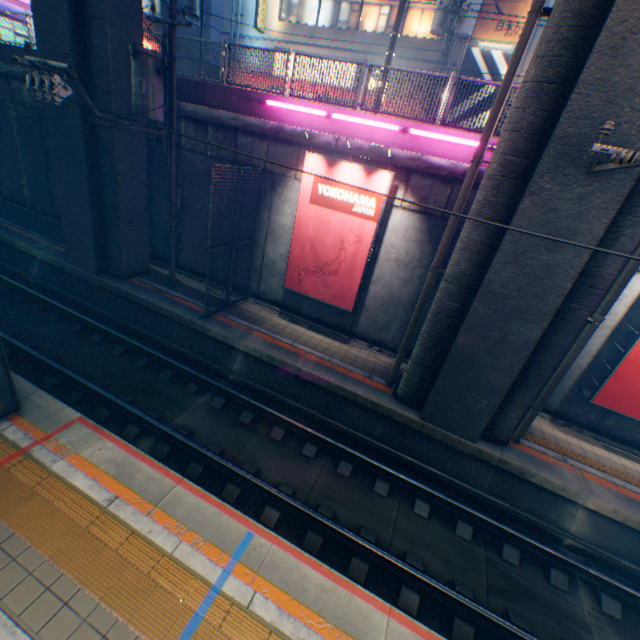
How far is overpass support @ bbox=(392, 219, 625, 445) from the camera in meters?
6.5 m

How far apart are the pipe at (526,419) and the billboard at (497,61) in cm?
1552

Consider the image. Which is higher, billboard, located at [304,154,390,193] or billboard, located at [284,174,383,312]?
billboard, located at [304,154,390,193]

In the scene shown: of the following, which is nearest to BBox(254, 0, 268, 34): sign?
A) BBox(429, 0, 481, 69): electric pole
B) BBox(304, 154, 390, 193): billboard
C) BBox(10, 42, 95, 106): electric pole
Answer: BBox(429, 0, 481, 69): electric pole

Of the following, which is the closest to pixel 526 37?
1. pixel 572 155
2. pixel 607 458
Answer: pixel 572 155

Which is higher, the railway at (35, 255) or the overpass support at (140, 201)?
the overpass support at (140, 201)

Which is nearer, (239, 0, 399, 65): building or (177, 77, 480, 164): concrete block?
(177, 77, 480, 164): concrete block

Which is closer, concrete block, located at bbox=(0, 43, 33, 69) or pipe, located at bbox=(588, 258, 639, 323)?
pipe, located at bbox=(588, 258, 639, 323)
